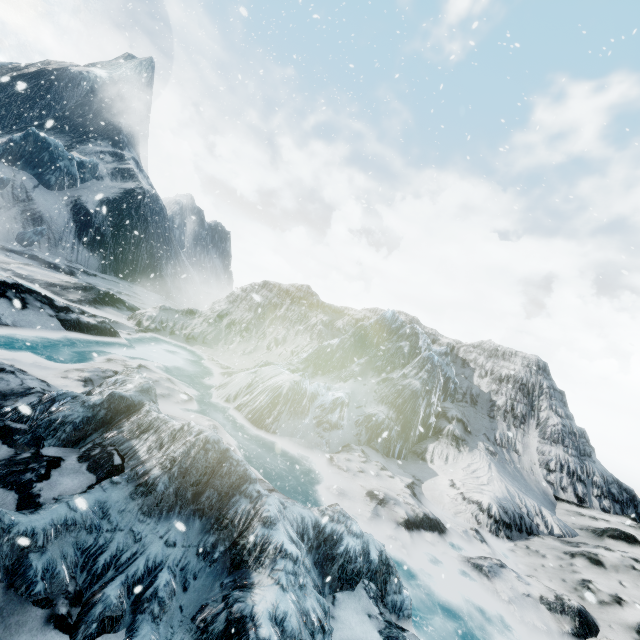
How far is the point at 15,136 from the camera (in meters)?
28.08
